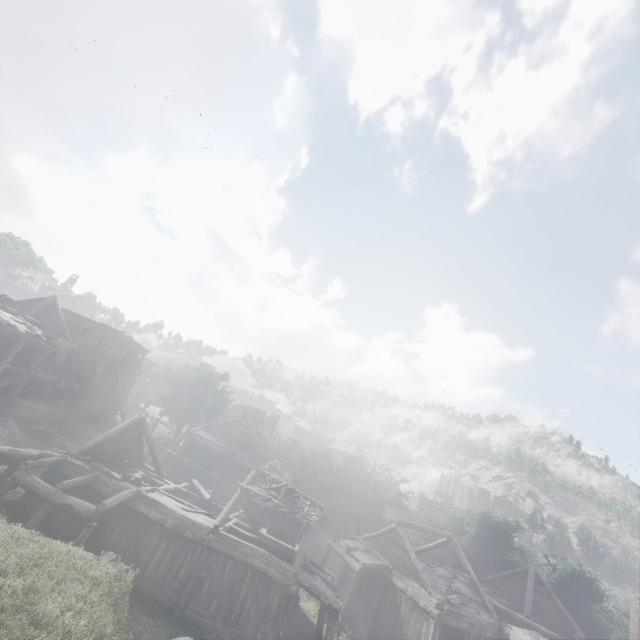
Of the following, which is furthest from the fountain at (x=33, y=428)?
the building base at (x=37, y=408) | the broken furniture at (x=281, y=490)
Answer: the broken furniture at (x=281, y=490)

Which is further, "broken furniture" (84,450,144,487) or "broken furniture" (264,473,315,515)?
"broken furniture" (264,473,315,515)

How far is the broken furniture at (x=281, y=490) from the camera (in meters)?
18.59

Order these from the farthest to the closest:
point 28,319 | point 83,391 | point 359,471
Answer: point 359,471 → point 83,391 → point 28,319

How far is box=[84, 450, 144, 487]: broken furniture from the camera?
17.11m

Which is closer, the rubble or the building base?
the rubble

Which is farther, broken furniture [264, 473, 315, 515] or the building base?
the building base

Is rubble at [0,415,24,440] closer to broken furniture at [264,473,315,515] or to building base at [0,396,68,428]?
building base at [0,396,68,428]
